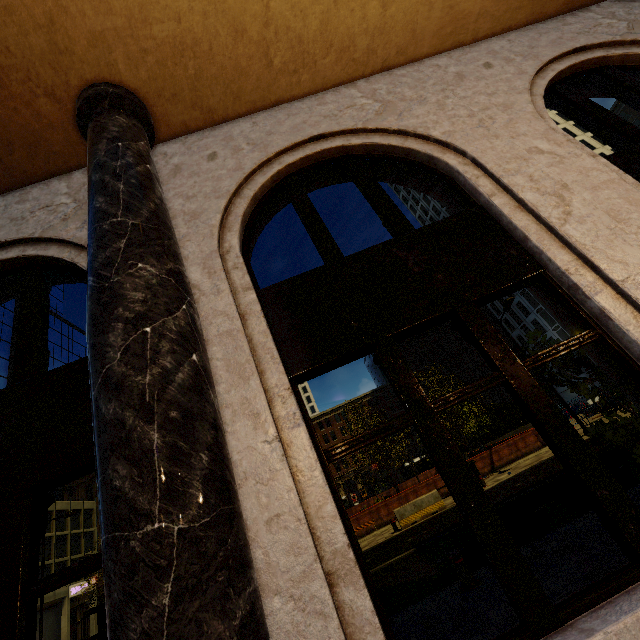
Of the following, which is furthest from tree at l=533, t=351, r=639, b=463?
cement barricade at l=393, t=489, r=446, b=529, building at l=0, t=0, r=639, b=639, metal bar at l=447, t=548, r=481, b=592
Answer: cement barricade at l=393, t=489, r=446, b=529

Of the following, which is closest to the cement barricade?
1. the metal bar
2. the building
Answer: the metal bar

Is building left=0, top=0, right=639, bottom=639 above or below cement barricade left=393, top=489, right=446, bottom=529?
above

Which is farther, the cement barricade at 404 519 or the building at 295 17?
the cement barricade at 404 519

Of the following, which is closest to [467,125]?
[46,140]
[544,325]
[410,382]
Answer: [410,382]

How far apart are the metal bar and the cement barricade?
10.4m

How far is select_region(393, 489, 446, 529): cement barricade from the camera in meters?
15.2

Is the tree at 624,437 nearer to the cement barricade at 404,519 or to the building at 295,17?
the building at 295,17
